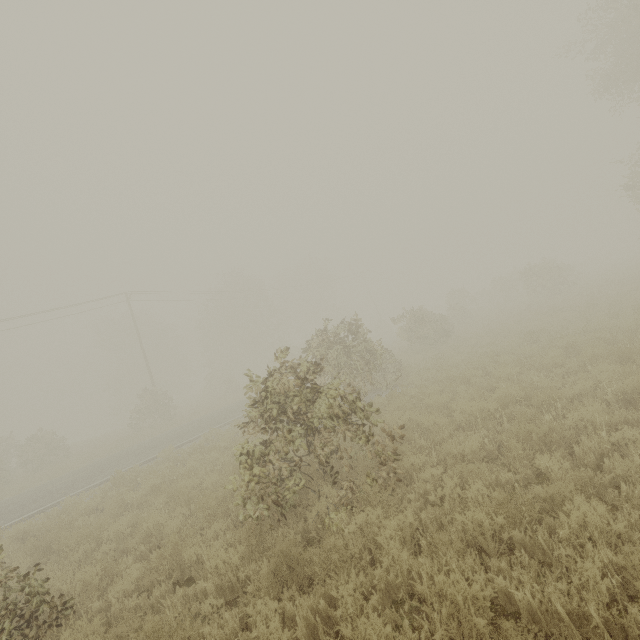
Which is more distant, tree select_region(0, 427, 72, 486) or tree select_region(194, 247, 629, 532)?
tree select_region(0, 427, 72, 486)

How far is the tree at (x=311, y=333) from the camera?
5.6m

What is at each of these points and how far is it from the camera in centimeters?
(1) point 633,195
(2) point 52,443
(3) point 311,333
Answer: (1) tree, 1916cm
(2) tree, 2447cm
(3) tree, 5403cm

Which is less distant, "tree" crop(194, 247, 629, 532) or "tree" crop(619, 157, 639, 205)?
"tree" crop(194, 247, 629, 532)

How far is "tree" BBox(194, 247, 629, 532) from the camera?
5.6m

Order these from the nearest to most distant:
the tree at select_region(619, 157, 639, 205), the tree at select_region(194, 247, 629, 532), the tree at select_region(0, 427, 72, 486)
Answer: the tree at select_region(194, 247, 629, 532) < the tree at select_region(619, 157, 639, 205) < the tree at select_region(0, 427, 72, 486)

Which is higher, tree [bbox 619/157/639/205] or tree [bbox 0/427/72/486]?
tree [bbox 619/157/639/205]

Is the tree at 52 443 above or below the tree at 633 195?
below
